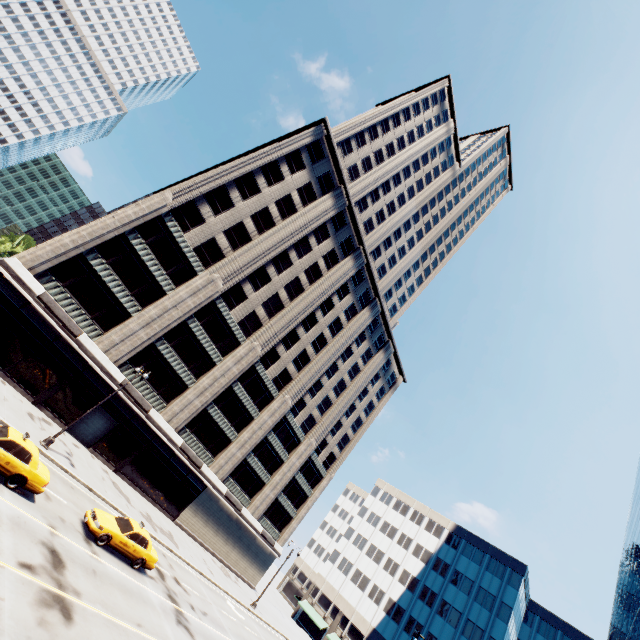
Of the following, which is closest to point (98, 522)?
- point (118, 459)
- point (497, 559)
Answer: point (118, 459)

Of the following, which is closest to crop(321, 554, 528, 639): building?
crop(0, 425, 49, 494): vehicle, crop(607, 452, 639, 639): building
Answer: crop(607, 452, 639, 639): building

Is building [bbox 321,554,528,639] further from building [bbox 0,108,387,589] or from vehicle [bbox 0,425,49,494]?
vehicle [bbox 0,425,49,494]

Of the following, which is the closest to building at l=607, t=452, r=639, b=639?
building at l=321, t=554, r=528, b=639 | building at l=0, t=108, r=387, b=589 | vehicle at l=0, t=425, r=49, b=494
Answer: vehicle at l=0, t=425, r=49, b=494

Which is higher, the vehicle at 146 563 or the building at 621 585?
the building at 621 585

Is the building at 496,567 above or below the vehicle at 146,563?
above

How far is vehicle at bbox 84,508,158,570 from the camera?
16.8 meters

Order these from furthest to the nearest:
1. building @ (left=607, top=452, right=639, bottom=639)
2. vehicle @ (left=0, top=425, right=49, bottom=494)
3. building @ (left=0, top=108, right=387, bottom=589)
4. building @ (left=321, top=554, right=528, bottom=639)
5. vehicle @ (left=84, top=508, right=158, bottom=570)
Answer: building @ (left=321, top=554, right=528, bottom=639)
building @ (left=0, top=108, right=387, bottom=589)
building @ (left=607, top=452, right=639, bottom=639)
vehicle @ (left=84, top=508, right=158, bottom=570)
vehicle @ (left=0, top=425, right=49, bottom=494)
